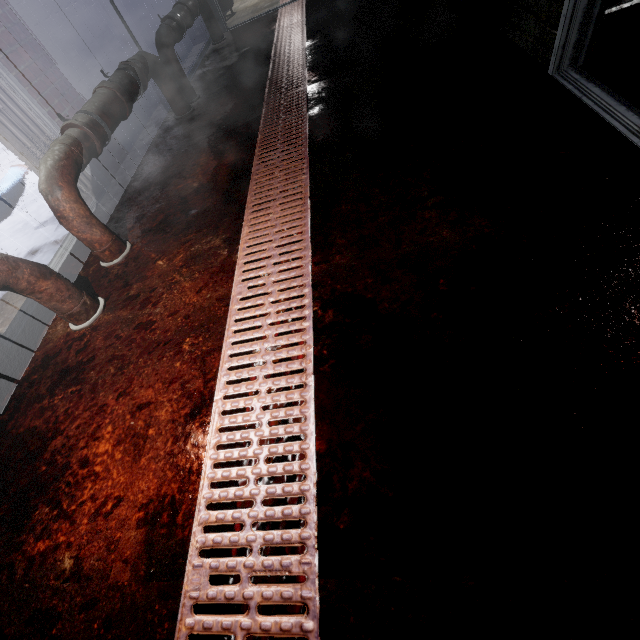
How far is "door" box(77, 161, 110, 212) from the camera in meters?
2.5

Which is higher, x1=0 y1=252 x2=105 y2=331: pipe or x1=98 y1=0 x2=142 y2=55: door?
x1=98 y1=0 x2=142 y2=55: door

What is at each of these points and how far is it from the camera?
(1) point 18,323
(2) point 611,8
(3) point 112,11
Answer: (1) door, 1.90m
(2) table, 1.55m
(3) door, 2.77m

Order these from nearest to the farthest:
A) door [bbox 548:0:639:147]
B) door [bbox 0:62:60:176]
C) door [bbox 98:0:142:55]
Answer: door [bbox 548:0:639:147] < door [bbox 0:62:60:176] < door [bbox 98:0:142:55]

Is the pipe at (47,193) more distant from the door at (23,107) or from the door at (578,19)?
the door at (578,19)

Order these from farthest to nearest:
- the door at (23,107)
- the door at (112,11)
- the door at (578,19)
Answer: the door at (112,11)
the door at (23,107)
the door at (578,19)

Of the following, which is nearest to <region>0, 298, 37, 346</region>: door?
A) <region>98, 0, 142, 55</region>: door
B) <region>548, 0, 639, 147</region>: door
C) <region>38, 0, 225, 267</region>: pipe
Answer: <region>38, 0, 225, 267</region>: pipe
